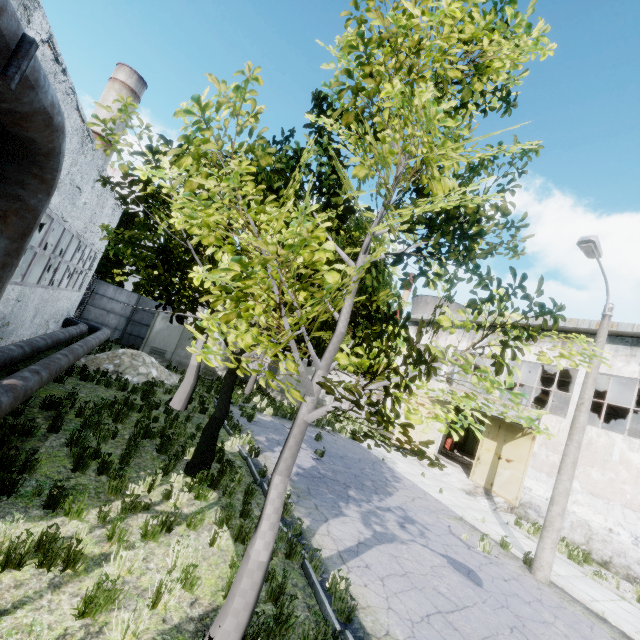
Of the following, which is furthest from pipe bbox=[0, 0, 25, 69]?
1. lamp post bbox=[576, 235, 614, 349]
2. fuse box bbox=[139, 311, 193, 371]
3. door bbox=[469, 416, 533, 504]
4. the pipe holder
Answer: door bbox=[469, 416, 533, 504]

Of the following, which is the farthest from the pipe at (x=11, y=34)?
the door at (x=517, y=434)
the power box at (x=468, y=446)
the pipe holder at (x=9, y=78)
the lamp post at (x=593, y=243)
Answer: the power box at (x=468, y=446)

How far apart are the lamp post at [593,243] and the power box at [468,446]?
23.0m

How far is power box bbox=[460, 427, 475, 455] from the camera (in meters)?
31.39

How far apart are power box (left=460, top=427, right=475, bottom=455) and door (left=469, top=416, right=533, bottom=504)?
13.90m

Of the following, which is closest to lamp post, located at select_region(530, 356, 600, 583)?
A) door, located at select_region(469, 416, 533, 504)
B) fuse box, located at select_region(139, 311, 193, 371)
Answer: door, located at select_region(469, 416, 533, 504)

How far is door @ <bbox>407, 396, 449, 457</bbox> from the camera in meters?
21.4

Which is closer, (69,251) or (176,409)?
(176,409)
